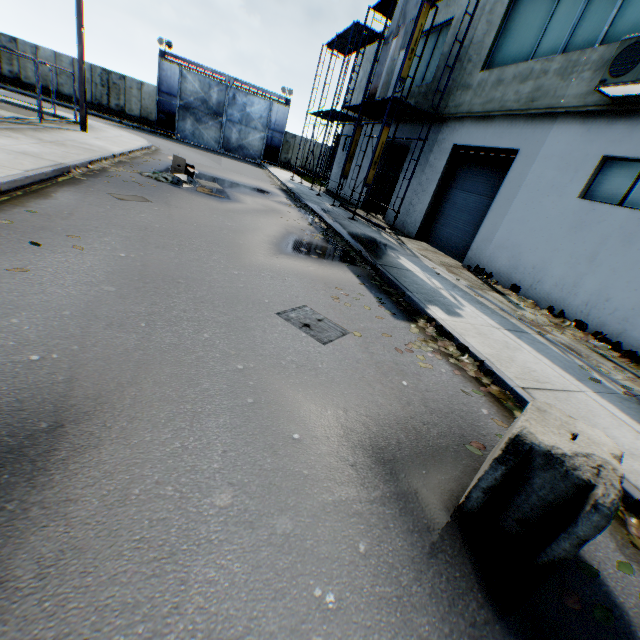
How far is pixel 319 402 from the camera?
3.24m

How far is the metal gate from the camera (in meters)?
28.17

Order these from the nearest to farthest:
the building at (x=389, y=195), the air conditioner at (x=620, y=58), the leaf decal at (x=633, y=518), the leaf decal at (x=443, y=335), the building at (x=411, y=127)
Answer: the leaf decal at (x=633, y=518) < the leaf decal at (x=443, y=335) < the air conditioner at (x=620, y=58) < the building at (x=411, y=127) < the building at (x=389, y=195)

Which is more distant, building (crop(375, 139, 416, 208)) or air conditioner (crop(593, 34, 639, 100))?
building (crop(375, 139, 416, 208))

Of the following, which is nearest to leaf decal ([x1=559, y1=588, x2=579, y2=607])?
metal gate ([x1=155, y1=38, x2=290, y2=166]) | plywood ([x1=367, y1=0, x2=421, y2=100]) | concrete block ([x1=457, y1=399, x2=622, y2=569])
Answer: concrete block ([x1=457, y1=399, x2=622, y2=569])

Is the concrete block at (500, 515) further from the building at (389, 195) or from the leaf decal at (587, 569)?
the building at (389, 195)

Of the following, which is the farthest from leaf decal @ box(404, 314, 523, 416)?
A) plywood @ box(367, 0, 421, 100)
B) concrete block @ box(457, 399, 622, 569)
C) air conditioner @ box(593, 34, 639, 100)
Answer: plywood @ box(367, 0, 421, 100)

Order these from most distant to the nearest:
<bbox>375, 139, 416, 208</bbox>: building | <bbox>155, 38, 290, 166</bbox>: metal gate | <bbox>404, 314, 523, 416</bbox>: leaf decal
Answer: <bbox>155, 38, 290, 166</bbox>: metal gate → <bbox>375, 139, 416, 208</bbox>: building → <bbox>404, 314, 523, 416</bbox>: leaf decal
